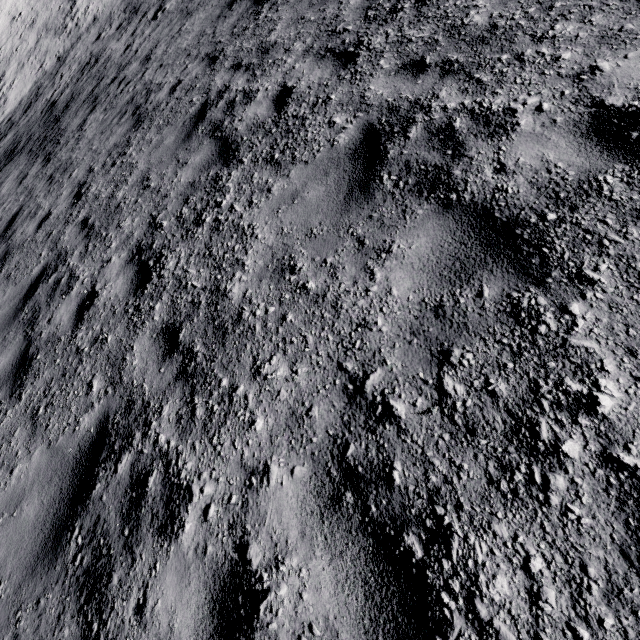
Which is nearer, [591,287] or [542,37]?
[591,287]
